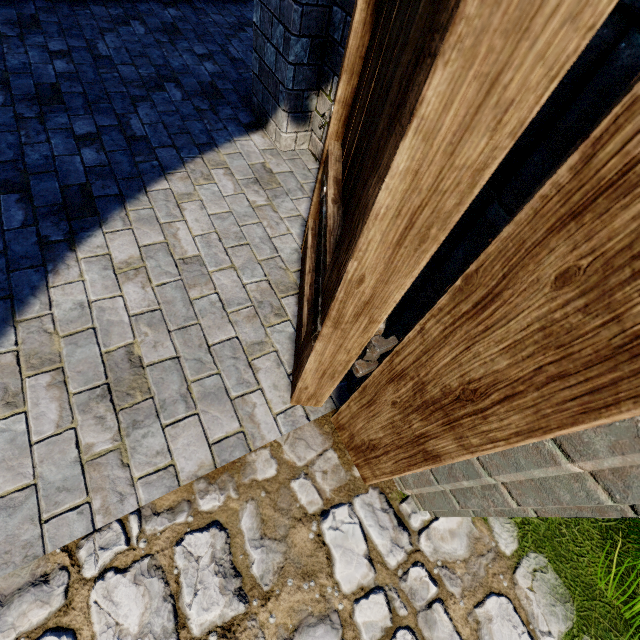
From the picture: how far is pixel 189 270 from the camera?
2.3 meters

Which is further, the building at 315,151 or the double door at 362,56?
the building at 315,151

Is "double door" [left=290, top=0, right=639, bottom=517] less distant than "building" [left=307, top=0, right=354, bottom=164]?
Yes
